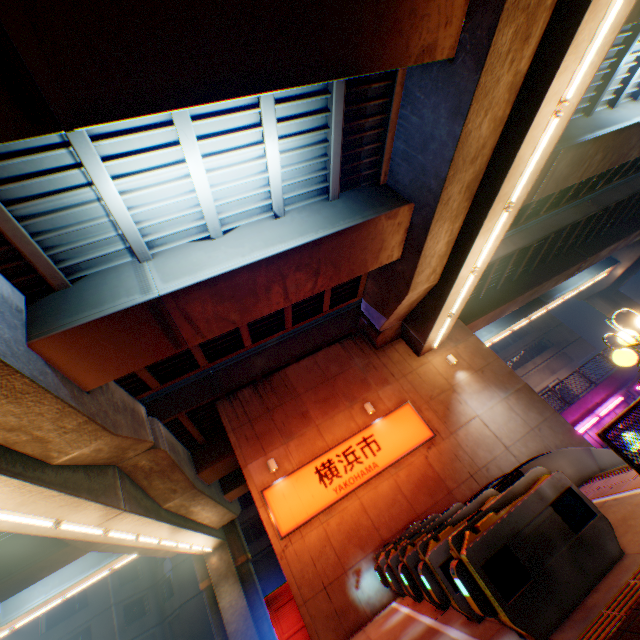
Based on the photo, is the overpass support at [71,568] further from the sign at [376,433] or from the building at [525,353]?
the building at [525,353]

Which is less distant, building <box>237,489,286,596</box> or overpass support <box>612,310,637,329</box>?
building <box>237,489,286,596</box>

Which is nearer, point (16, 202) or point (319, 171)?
point (16, 202)

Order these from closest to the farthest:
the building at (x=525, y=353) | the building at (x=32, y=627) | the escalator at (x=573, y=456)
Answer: the escalator at (x=573, y=456) < the building at (x=32, y=627) < the building at (x=525, y=353)

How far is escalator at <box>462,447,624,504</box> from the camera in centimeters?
783cm

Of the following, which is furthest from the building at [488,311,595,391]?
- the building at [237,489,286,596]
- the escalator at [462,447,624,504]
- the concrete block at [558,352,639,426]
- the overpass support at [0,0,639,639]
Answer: the escalator at [462,447,624,504]

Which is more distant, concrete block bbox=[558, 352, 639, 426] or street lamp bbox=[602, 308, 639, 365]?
concrete block bbox=[558, 352, 639, 426]

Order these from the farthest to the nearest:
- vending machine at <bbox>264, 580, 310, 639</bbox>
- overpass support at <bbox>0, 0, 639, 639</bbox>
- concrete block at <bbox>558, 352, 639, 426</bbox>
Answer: concrete block at <bbox>558, 352, 639, 426</bbox>
vending machine at <bbox>264, 580, 310, 639</bbox>
overpass support at <bbox>0, 0, 639, 639</bbox>
